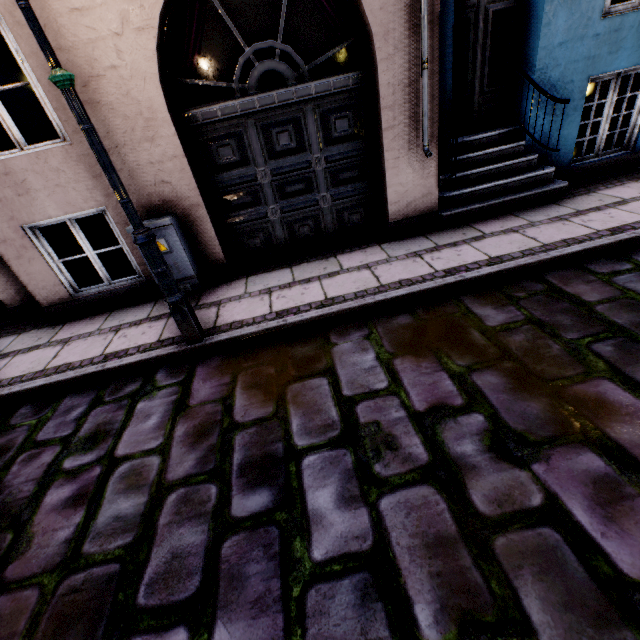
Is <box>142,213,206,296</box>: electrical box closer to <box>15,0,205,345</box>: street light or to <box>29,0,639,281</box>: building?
<box>29,0,639,281</box>: building

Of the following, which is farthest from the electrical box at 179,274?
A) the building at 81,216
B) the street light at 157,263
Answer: the street light at 157,263

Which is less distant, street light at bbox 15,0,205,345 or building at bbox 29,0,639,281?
street light at bbox 15,0,205,345

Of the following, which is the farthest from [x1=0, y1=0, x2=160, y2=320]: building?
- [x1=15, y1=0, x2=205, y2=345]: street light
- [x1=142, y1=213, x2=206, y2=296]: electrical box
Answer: [x1=15, y1=0, x2=205, y2=345]: street light

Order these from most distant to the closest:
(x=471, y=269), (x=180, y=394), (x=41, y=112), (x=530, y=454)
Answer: (x=41, y=112) < (x=471, y=269) < (x=180, y=394) < (x=530, y=454)
